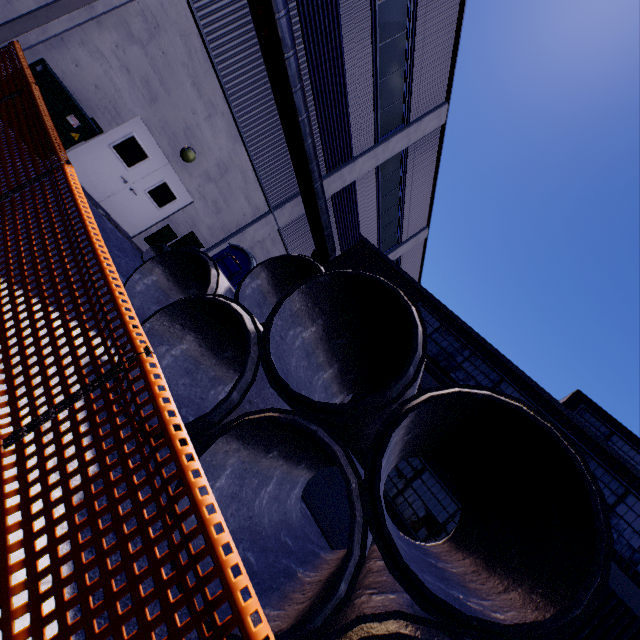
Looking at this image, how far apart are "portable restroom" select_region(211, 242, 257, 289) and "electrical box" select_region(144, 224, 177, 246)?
2.8 meters

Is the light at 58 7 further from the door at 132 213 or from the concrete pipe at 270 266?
the concrete pipe at 270 266

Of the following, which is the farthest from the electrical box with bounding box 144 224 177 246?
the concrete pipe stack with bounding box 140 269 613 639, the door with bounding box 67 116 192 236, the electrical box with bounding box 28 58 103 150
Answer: the concrete pipe stack with bounding box 140 269 613 639

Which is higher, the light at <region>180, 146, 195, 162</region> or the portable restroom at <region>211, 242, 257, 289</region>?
the light at <region>180, 146, 195, 162</region>

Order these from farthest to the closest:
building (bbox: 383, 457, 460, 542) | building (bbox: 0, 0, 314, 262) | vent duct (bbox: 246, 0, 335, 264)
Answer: building (bbox: 383, 457, 460, 542) < vent duct (bbox: 246, 0, 335, 264) < building (bbox: 0, 0, 314, 262)

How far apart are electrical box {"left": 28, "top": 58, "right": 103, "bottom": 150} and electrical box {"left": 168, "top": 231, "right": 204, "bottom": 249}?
4.7 meters

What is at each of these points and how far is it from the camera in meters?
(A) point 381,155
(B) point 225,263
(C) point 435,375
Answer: (A) building, 14.9 m
(B) portable restroom, 9.5 m
(C) building, 10.6 m

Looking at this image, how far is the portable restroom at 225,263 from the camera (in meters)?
9.22
